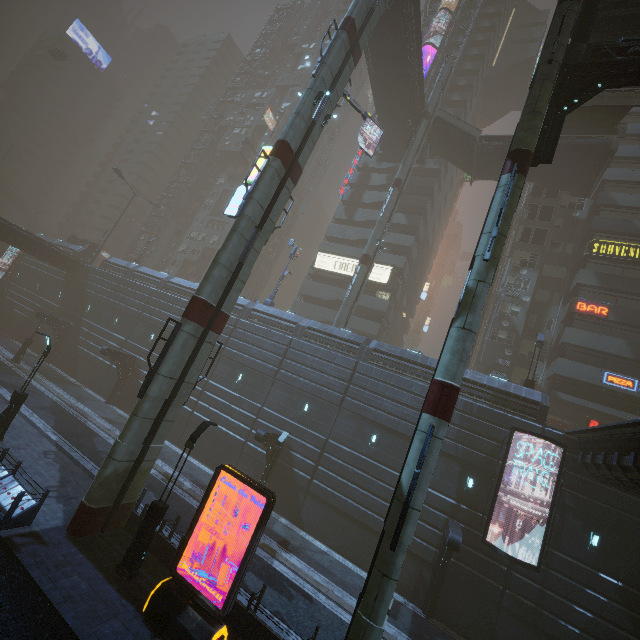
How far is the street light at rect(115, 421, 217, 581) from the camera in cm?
1122

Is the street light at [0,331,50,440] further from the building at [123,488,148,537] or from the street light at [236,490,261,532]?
the street light at [236,490,261,532]

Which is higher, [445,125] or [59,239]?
[445,125]

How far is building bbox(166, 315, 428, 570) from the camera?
20.7 meters

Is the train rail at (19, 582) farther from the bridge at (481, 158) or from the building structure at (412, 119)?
the bridge at (481, 158)

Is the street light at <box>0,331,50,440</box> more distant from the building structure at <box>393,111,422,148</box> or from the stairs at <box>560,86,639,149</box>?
the stairs at <box>560,86,639,149</box>

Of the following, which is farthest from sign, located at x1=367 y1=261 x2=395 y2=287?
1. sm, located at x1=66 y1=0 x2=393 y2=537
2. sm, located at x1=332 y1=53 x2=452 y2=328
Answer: sm, located at x1=332 y1=53 x2=452 y2=328

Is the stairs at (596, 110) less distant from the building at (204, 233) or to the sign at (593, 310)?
the building at (204, 233)
